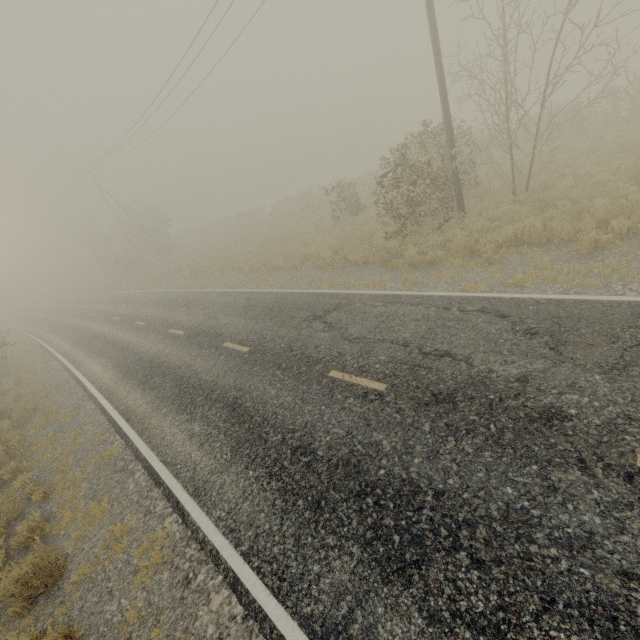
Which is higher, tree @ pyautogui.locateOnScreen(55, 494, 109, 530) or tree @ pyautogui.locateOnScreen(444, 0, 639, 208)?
tree @ pyautogui.locateOnScreen(444, 0, 639, 208)

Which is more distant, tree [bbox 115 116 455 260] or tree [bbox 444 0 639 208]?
tree [bbox 115 116 455 260]

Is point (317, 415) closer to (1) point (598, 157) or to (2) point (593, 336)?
(2) point (593, 336)

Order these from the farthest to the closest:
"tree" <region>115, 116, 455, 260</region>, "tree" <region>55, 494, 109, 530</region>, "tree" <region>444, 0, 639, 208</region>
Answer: "tree" <region>115, 116, 455, 260</region> → "tree" <region>444, 0, 639, 208</region> → "tree" <region>55, 494, 109, 530</region>

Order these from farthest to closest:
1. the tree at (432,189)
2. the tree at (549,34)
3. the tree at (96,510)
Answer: the tree at (432,189) → the tree at (549,34) → the tree at (96,510)

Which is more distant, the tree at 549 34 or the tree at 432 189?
the tree at 432 189
